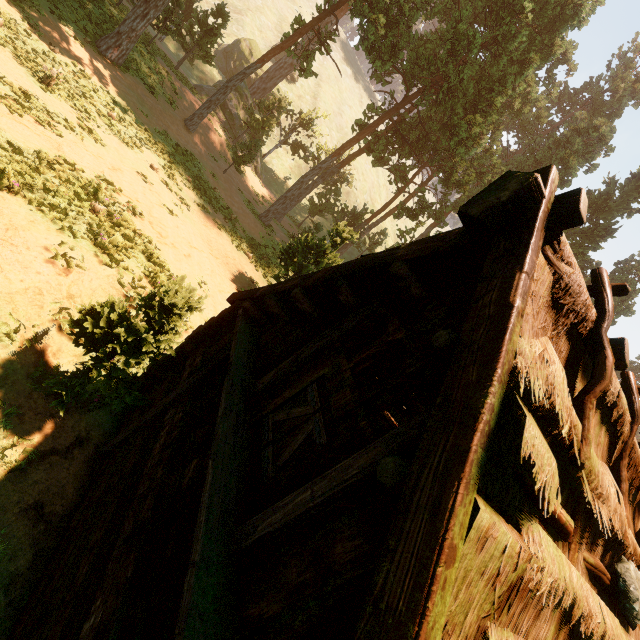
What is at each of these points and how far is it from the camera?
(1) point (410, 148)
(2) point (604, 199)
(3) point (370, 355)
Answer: (1) treerock, 27.5 meters
(2) treerock, 35.5 meters
(3) building, 3.8 meters

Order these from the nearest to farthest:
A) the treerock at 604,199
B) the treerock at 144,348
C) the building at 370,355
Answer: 1. the building at 370,355
2. the treerock at 144,348
3. the treerock at 604,199

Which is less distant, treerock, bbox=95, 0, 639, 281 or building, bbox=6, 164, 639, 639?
building, bbox=6, 164, 639, 639

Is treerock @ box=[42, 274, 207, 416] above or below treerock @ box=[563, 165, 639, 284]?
below

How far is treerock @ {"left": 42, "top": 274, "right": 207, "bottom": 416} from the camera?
5.3 meters

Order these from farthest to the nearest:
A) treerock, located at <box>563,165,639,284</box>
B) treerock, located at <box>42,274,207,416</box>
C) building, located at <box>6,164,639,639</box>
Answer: treerock, located at <box>563,165,639,284</box>
treerock, located at <box>42,274,207,416</box>
building, located at <box>6,164,639,639</box>

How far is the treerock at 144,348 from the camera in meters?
5.3 m
